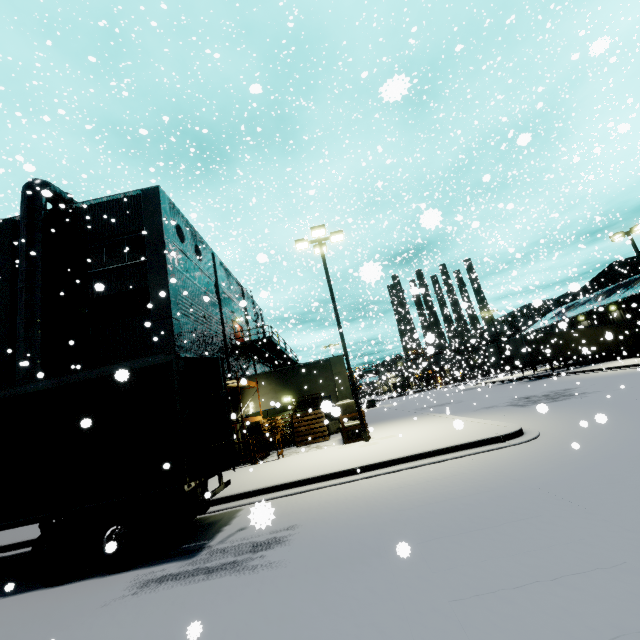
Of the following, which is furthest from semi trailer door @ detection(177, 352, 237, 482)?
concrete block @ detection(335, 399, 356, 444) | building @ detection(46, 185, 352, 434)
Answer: concrete block @ detection(335, 399, 356, 444)

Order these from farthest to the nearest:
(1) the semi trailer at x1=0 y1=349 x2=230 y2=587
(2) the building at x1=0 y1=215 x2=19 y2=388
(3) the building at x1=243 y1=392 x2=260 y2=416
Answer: (3) the building at x1=243 y1=392 x2=260 y2=416
(2) the building at x1=0 y1=215 x2=19 y2=388
(1) the semi trailer at x1=0 y1=349 x2=230 y2=587

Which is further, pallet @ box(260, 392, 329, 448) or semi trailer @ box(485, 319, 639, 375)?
semi trailer @ box(485, 319, 639, 375)

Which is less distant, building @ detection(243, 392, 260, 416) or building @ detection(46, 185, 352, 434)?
building @ detection(46, 185, 352, 434)

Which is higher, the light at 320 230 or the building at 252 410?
the light at 320 230

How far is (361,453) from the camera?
11.28m

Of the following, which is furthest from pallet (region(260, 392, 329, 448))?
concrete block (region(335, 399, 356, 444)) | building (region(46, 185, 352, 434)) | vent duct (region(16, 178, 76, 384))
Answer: vent duct (region(16, 178, 76, 384))

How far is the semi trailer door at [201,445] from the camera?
6.69m
